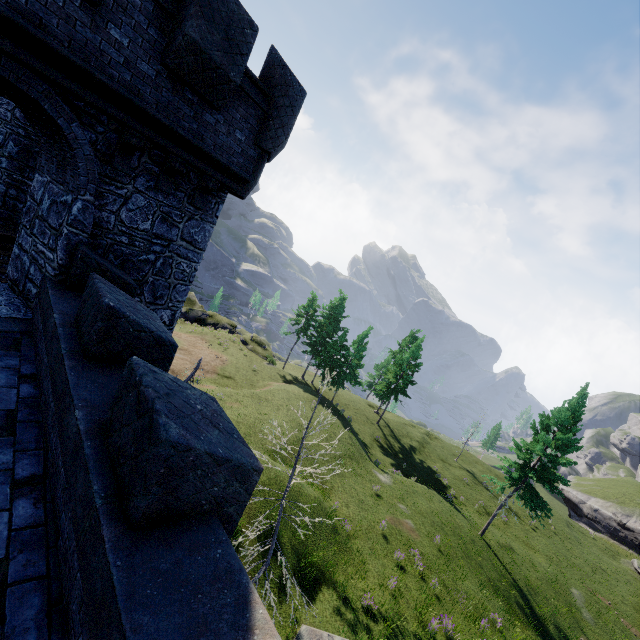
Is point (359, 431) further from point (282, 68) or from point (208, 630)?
point (208, 630)
